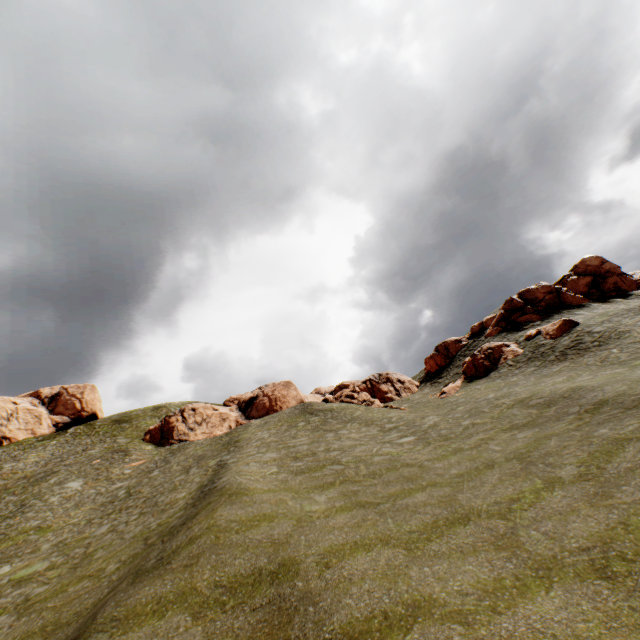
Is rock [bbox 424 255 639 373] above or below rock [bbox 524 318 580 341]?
above

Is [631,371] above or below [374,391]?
below

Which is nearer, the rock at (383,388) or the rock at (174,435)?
the rock at (383,388)

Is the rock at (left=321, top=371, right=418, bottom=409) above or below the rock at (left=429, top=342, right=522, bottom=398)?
above

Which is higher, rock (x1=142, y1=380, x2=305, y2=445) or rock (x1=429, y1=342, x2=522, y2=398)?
rock (x1=142, y1=380, x2=305, y2=445)

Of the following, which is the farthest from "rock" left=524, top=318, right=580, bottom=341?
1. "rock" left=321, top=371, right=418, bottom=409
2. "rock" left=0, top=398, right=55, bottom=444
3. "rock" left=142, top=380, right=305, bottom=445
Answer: "rock" left=0, top=398, right=55, bottom=444

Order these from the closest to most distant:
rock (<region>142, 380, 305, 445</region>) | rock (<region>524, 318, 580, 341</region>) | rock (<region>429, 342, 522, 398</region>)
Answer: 1. rock (<region>524, 318, 580, 341</region>)
2. rock (<region>429, 342, 522, 398</region>)
3. rock (<region>142, 380, 305, 445</region>)

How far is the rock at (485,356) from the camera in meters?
34.0 m
